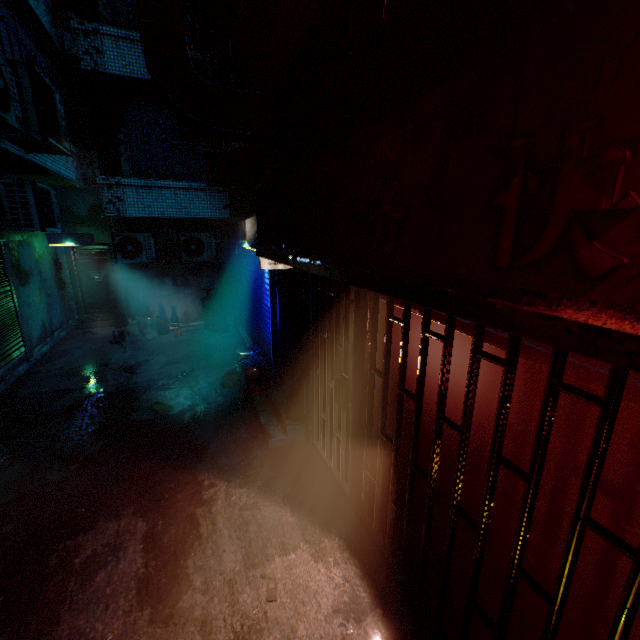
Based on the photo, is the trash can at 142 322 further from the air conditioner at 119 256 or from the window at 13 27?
the window at 13 27

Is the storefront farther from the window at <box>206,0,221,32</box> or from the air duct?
the window at <box>206,0,221,32</box>

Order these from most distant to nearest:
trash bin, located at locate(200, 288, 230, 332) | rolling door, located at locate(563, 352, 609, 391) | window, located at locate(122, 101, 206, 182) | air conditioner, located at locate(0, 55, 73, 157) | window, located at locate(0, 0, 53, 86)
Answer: trash bin, located at locate(200, 288, 230, 332) → window, located at locate(122, 101, 206, 182) → window, located at locate(0, 0, 53, 86) → air conditioner, located at locate(0, 55, 73, 157) → rolling door, located at locate(563, 352, 609, 391)

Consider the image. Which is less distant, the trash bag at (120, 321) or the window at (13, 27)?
the window at (13, 27)

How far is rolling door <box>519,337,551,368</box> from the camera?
1.3m

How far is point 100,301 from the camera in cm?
966

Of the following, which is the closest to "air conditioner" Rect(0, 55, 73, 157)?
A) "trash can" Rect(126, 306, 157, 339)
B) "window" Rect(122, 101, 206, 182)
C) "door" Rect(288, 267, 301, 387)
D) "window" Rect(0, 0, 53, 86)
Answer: "window" Rect(0, 0, 53, 86)

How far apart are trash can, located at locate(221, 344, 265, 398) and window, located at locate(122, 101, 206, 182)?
5.0 meters
